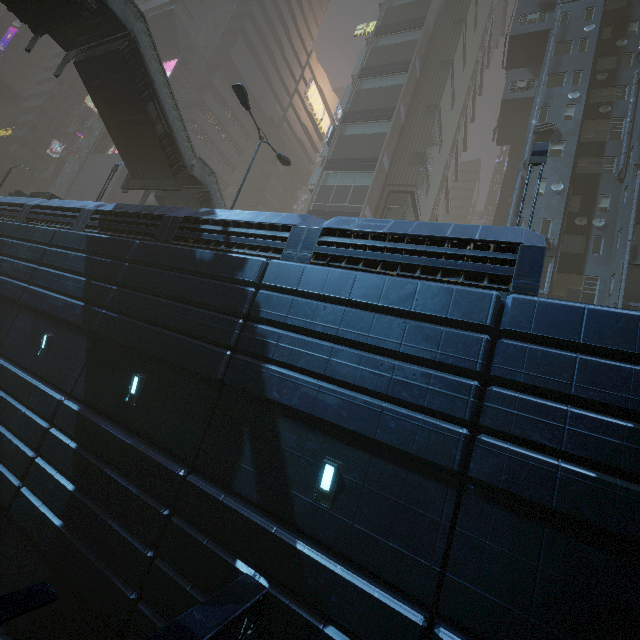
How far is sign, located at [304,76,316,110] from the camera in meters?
57.2 m

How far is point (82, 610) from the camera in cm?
808

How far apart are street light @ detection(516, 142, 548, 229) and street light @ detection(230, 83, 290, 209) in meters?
11.3

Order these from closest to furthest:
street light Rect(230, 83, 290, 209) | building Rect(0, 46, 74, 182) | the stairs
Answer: street light Rect(230, 83, 290, 209) < the stairs < building Rect(0, 46, 74, 182)

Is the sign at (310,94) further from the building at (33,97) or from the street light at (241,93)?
the street light at (241,93)

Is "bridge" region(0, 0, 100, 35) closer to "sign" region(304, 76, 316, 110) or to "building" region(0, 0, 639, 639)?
"building" region(0, 0, 639, 639)

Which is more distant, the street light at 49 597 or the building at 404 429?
the building at 404 429

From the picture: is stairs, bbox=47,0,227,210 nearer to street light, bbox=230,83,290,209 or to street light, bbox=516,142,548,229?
street light, bbox=230,83,290,209
